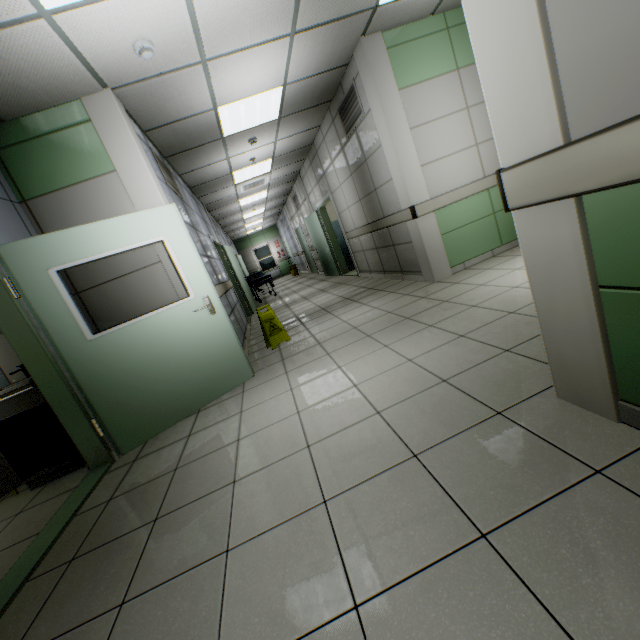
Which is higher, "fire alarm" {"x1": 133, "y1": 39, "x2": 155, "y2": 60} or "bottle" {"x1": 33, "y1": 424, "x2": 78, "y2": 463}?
"fire alarm" {"x1": 133, "y1": 39, "x2": 155, "y2": 60}

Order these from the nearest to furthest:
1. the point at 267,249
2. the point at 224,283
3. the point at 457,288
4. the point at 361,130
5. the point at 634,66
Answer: the point at 634,66
the point at 457,288
the point at 361,130
the point at 224,283
the point at 267,249

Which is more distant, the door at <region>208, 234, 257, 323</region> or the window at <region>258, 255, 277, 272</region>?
the window at <region>258, 255, 277, 272</region>

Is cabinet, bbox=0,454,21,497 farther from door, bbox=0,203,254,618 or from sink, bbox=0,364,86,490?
door, bbox=0,203,254,618

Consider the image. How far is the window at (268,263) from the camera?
21.3 meters

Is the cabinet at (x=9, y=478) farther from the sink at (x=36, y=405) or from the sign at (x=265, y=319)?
the sign at (x=265, y=319)

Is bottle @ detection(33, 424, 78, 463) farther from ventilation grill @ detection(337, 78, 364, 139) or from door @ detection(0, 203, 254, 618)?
ventilation grill @ detection(337, 78, 364, 139)

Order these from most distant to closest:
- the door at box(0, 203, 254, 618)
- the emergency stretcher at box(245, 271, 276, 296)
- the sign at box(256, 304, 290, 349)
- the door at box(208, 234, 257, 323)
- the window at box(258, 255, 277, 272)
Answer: the window at box(258, 255, 277, 272) < the emergency stretcher at box(245, 271, 276, 296) < the door at box(208, 234, 257, 323) < the sign at box(256, 304, 290, 349) < the door at box(0, 203, 254, 618)
